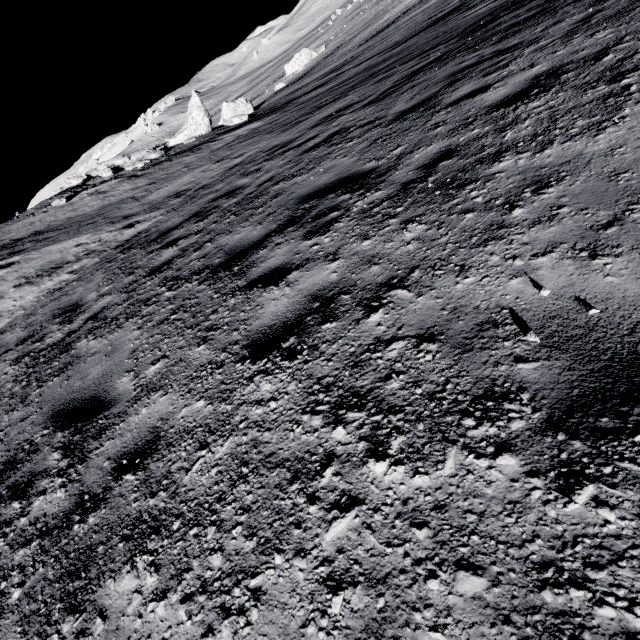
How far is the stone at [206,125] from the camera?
18.2 meters

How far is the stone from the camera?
18.2m

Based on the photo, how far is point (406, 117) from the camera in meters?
5.4
